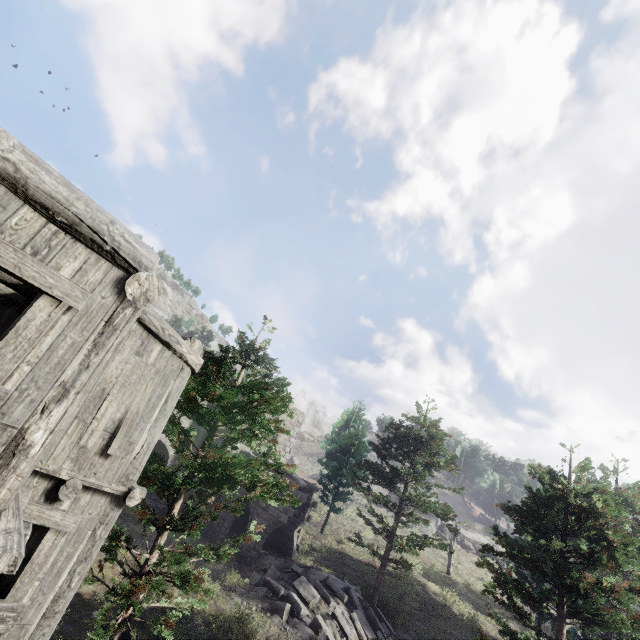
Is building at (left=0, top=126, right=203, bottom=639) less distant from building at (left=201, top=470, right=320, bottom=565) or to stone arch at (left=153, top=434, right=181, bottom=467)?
stone arch at (left=153, top=434, right=181, bottom=467)

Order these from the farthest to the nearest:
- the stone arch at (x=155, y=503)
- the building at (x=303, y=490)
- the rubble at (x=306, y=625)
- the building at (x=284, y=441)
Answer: the building at (x=284, y=441) → the stone arch at (x=155, y=503) → the building at (x=303, y=490) → the rubble at (x=306, y=625)

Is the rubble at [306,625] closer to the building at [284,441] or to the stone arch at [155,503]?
the building at [284,441]

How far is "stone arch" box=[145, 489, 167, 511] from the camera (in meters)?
19.36

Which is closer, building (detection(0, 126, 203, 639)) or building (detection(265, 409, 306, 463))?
building (detection(0, 126, 203, 639))

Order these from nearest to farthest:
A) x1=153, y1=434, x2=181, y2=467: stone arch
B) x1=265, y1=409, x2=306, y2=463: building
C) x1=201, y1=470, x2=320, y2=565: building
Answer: x1=201, y1=470, x2=320, y2=565: building, x1=153, y1=434, x2=181, y2=467: stone arch, x1=265, y1=409, x2=306, y2=463: building

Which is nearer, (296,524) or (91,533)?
(91,533)

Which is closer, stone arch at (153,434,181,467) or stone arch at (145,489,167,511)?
stone arch at (145,489,167,511)
